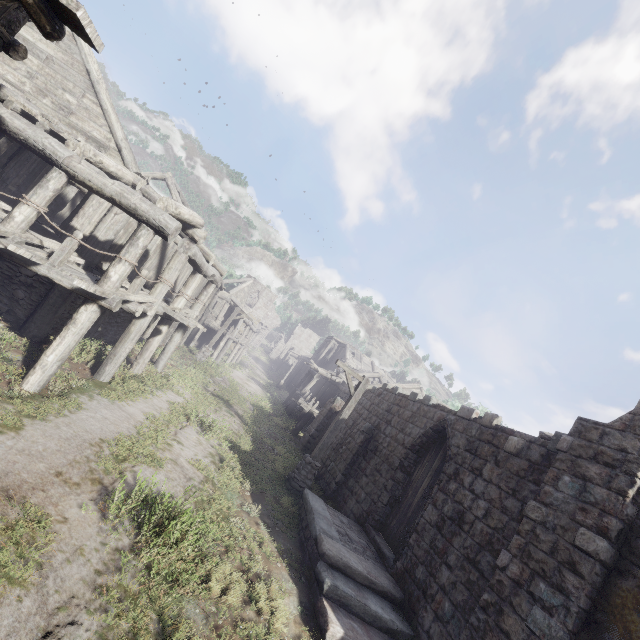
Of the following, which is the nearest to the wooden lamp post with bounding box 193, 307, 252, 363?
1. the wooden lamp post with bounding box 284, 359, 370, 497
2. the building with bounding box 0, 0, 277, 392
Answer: the building with bounding box 0, 0, 277, 392

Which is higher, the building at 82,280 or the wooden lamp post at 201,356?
the building at 82,280

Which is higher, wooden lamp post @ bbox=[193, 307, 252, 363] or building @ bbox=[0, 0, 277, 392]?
building @ bbox=[0, 0, 277, 392]

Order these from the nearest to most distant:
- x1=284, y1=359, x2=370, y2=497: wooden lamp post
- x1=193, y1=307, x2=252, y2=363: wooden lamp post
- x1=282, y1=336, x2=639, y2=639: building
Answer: x1=282, y1=336, x2=639, y2=639: building
x1=284, y1=359, x2=370, y2=497: wooden lamp post
x1=193, y1=307, x2=252, y2=363: wooden lamp post

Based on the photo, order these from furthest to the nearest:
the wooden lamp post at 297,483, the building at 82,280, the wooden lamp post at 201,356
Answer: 1. the wooden lamp post at 201,356
2. the wooden lamp post at 297,483
3. the building at 82,280

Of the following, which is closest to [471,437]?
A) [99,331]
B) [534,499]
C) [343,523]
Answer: [534,499]

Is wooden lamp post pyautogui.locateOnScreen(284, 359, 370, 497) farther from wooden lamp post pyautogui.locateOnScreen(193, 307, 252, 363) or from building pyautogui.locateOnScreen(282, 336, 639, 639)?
wooden lamp post pyautogui.locateOnScreen(193, 307, 252, 363)
